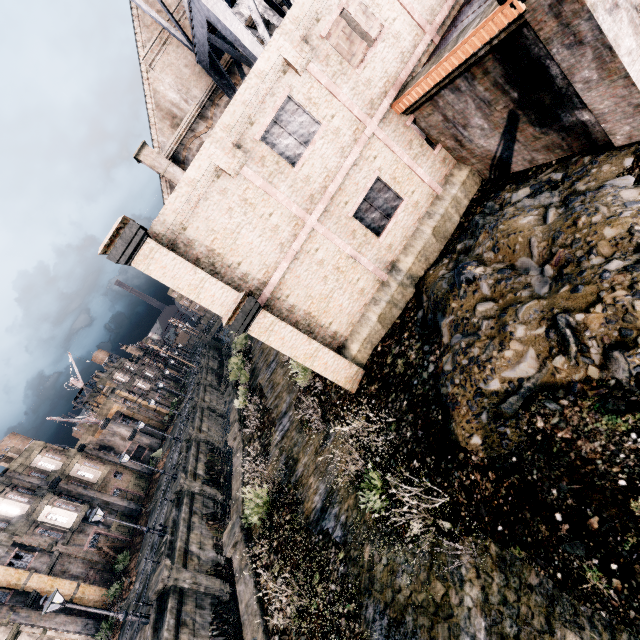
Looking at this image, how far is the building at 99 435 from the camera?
50.6m

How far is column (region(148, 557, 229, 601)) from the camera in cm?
1961

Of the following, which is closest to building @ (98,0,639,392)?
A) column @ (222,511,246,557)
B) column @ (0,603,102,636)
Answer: column @ (222,511,246,557)

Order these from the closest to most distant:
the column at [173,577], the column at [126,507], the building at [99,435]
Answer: Answer: the column at [173,577], the column at [126,507], the building at [99,435]

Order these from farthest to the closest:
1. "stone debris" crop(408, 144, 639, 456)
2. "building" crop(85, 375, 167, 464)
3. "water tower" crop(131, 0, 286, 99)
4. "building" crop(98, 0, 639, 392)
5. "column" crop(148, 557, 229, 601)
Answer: "building" crop(85, 375, 167, 464)
"column" crop(148, 557, 229, 601)
"water tower" crop(131, 0, 286, 99)
"building" crop(98, 0, 639, 392)
"stone debris" crop(408, 144, 639, 456)

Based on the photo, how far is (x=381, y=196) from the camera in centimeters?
1362cm

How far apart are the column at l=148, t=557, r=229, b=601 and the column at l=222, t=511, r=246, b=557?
6.8m

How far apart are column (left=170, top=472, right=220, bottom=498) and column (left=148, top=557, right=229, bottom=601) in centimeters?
720cm
